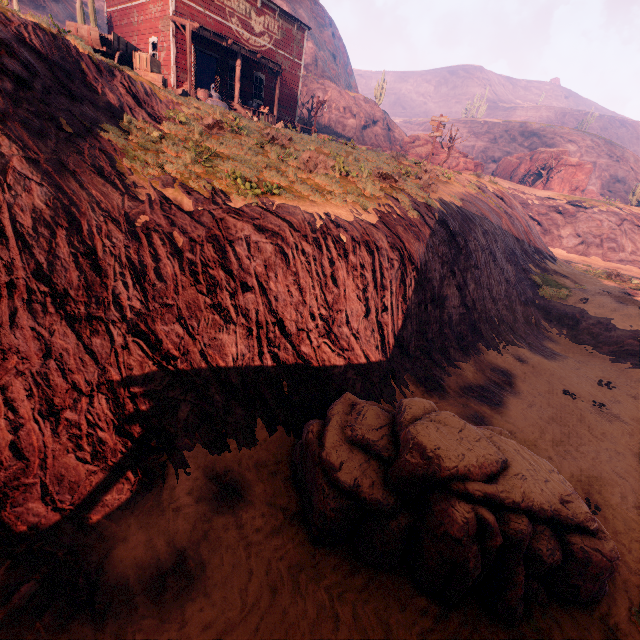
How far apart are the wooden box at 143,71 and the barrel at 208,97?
1.7m

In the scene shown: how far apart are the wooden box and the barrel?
1.73m

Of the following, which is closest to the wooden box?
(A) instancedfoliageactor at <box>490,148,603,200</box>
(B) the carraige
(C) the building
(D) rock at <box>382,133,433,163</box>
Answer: (B) the carraige

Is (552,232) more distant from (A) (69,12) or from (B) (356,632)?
(A) (69,12)

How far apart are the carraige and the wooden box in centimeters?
4cm

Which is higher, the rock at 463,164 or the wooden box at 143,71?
the rock at 463,164

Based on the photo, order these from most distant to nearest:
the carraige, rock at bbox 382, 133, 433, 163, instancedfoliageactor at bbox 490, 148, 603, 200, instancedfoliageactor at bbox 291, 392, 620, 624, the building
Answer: instancedfoliageactor at bbox 490, 148, 603, 200 → rock at bbox 382, 133, 433, 163 → the building → the carraige → instancedfoliageactor at bbox 291, 392, 620, 624

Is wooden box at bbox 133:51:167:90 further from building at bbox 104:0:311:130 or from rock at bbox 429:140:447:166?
rock at bbox 429:140:447:166
